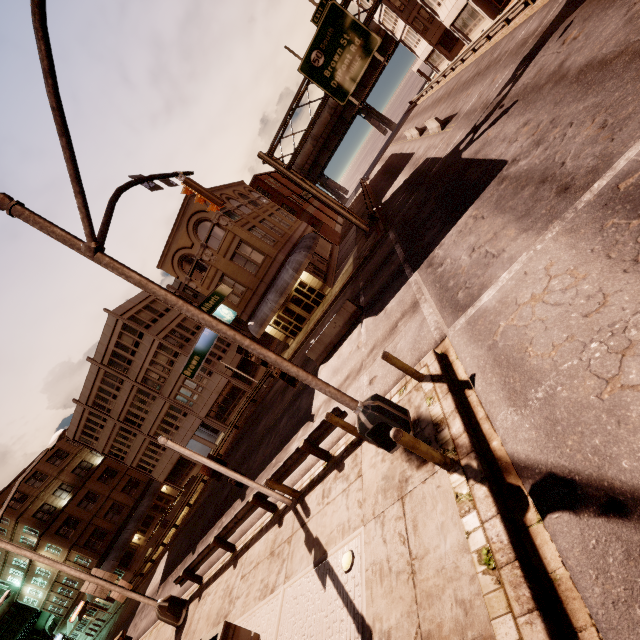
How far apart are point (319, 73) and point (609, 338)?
23.65m

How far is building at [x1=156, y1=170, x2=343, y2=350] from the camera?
25.8m

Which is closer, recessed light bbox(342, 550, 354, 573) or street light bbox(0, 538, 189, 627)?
recessed light bbox(342, 550, 354, 573)

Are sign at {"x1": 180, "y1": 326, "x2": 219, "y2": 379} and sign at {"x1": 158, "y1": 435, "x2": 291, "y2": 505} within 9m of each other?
yes

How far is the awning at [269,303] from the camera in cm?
2506

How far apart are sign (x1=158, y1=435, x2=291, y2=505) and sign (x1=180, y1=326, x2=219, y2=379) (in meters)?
3.83

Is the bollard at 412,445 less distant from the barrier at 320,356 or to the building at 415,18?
the barrier at 320,356

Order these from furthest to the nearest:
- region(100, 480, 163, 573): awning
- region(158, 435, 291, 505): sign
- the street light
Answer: region(100, 480, 163, 573): awning < the street light < region(158, 435, 291, 505): sign
